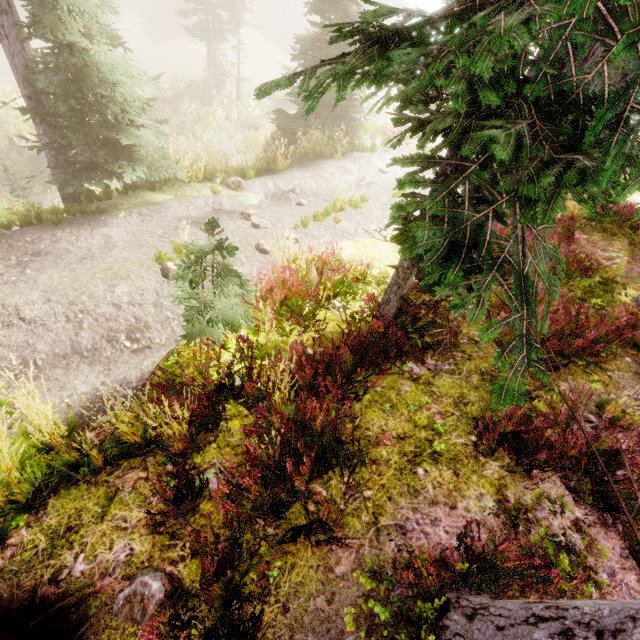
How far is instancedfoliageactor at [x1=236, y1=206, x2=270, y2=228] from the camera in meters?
9.2

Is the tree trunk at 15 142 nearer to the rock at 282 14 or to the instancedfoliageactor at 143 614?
the instancedfoliageactor at 143 614

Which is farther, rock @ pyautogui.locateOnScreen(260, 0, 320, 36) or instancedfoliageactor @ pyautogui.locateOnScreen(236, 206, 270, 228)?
rock @ pyautogui.locateOnScreen(260, 0, 320, 36)

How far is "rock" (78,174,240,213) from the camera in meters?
8.7 m

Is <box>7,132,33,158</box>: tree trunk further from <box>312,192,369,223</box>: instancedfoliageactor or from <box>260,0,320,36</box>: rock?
<box>260,0,320,36</box>: rock

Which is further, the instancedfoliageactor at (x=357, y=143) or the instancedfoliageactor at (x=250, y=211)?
the instancedfoliageactor at (x=250, y=211)

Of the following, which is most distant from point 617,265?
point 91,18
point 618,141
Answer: point 91,18
